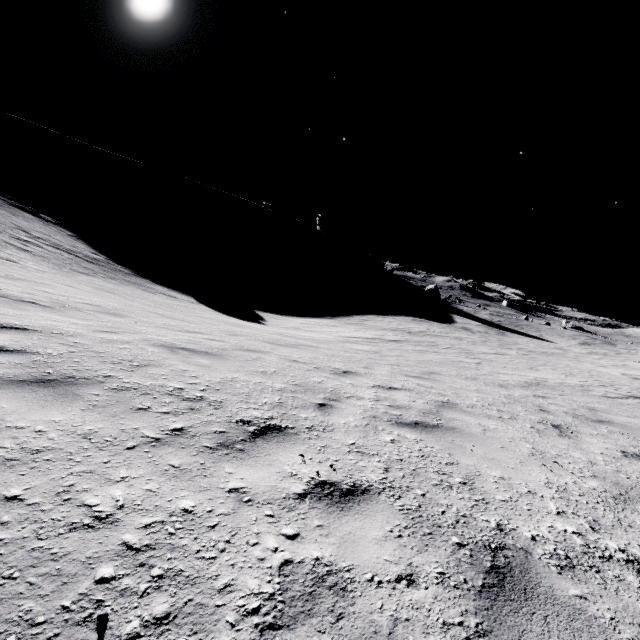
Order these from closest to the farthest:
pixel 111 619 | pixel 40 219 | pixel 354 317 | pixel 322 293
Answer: pixel 111 619
pixel 40 219
pixel 354 317
pixel 322 293
